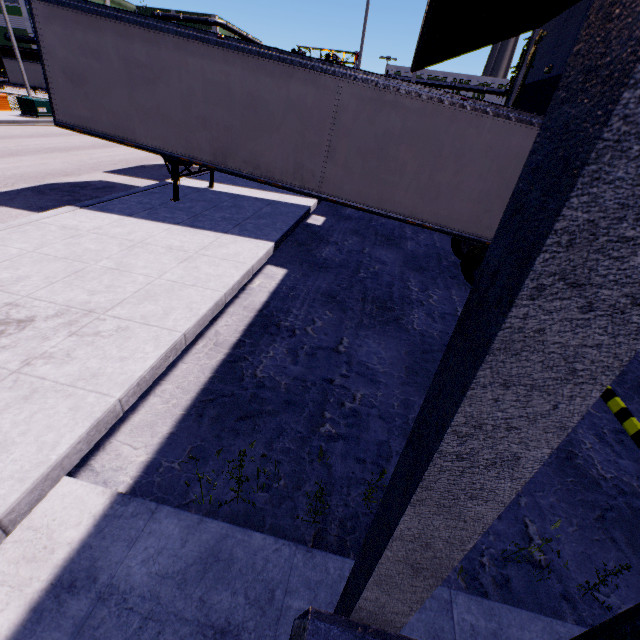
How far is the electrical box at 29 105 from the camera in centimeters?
2111cm

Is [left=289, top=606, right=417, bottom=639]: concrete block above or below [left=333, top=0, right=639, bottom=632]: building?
below

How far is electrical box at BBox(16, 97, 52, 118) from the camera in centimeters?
2111cm

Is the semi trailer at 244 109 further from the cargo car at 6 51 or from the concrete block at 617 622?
the concrete block at 617 622

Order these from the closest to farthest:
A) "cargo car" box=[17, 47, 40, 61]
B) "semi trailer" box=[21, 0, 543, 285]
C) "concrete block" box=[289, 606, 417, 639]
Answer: "concrete block" box=[289, 606, 417, 639]
"semi trailer" box=[21, 0, 543, 285]
"cargo car" box=[17, 47, 40, 61]

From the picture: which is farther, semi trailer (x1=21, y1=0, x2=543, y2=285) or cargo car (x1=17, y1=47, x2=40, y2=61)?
cargo car (x1=17, y1=47, x2=40, y2=61)

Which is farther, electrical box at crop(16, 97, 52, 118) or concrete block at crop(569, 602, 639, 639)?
electrical box at crop(16, 97, 52, 118)

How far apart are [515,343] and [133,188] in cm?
1335
